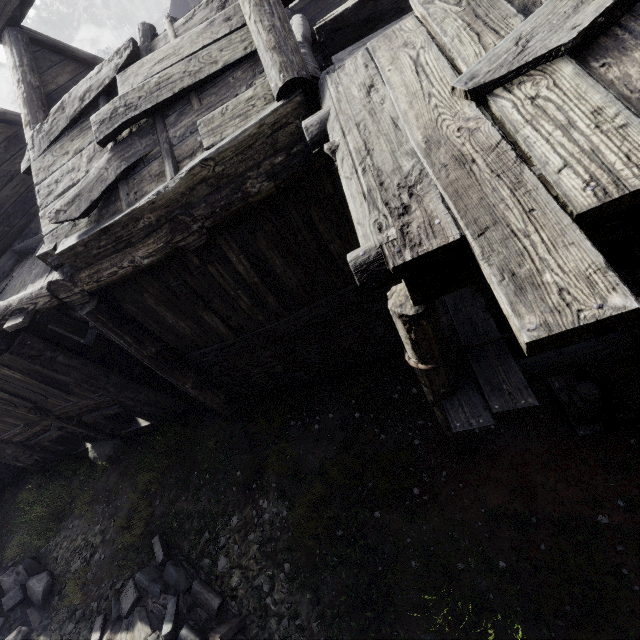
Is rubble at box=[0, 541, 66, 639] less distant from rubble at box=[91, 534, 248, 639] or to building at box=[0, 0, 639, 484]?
rubble at box=[91, 534, 248, 639]

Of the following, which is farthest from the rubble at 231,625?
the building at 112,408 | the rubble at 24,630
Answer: the building at 112,408

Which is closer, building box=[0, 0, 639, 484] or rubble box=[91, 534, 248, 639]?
building box=[0, 0, 639, 484]

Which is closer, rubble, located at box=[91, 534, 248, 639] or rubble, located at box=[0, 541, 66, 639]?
rubble, located at box=[91, 534, 248, 639]

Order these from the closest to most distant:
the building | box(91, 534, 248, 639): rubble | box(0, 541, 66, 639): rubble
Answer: the building, box(91, 534, 248, 639): rubble, box(0, 541, 66, 639): rubble

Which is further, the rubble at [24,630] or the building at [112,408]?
the rubble at [24,630]

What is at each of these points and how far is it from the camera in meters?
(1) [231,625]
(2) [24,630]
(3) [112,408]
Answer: (1) rubble, 5.3 m
(2) rubble, 7.0 m
(3) building, 8.2 m
